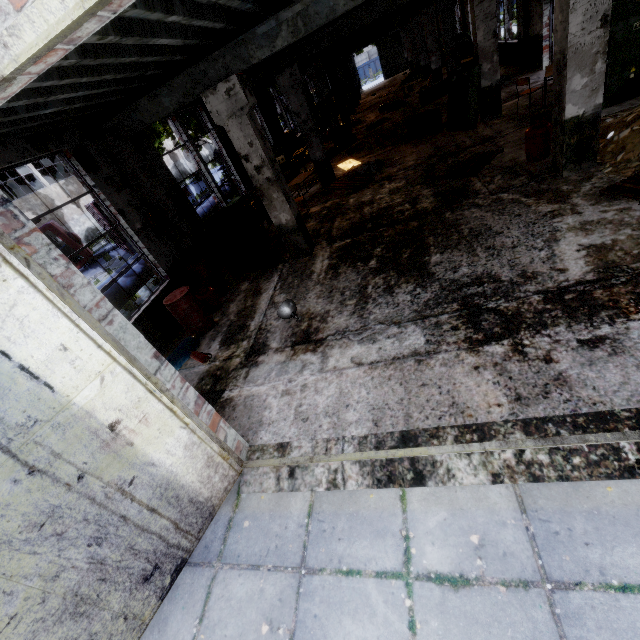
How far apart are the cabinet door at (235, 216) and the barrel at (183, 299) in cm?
227

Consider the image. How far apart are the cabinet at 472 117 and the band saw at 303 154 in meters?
6.7 m

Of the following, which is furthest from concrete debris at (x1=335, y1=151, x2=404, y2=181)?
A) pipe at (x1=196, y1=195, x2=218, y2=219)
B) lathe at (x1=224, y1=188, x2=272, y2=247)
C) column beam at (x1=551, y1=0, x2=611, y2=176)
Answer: pipe at (x1=196, y1=195, x2=218, y2=219)

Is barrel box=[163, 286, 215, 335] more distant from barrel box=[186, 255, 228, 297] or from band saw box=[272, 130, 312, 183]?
band saw box=[272, 130, 312, 183]

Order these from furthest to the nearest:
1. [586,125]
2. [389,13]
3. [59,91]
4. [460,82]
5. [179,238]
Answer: [389,13] < [460,82] < [179,238] < [586,125] < [59,91]

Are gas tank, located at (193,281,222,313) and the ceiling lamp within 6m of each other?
yes

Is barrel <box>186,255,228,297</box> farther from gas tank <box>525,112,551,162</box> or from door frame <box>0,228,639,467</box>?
gas tank <box>525,112,551,162</box>

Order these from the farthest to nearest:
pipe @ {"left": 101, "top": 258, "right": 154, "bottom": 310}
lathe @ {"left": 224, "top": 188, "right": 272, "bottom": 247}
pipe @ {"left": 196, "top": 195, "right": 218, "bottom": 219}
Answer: pipe @ {"left": 196, "top": 195, "right": 218, "bottom": 219} < lathe @ {"left": 224, "top": 188, "right": 272, "bottom": 247} < pipe @ {"left": 101, "top": 258, "right": 154, "bottom": 310}
